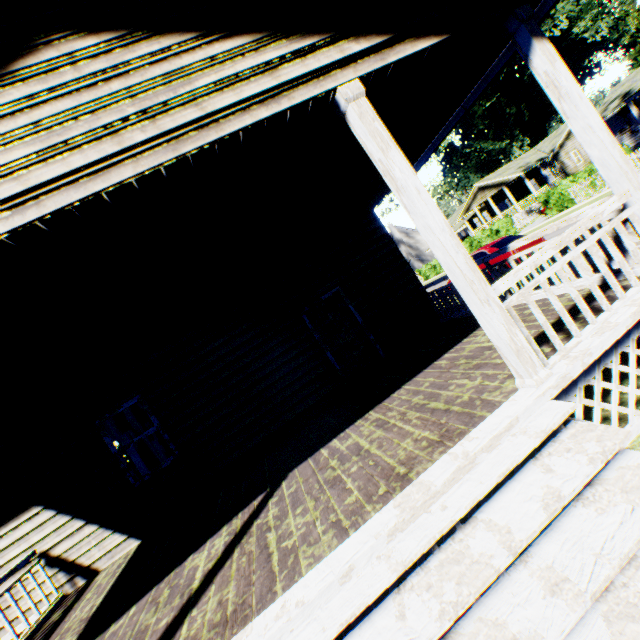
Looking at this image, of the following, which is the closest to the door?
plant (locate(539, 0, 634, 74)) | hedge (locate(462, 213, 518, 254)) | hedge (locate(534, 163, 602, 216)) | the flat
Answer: hedge (locate(534, 163, 602, 216))

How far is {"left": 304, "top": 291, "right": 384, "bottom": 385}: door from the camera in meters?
7.9 m

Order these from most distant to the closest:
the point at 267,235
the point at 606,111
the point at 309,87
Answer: the point at 606,111, the point at 267,235, the point at 309,87

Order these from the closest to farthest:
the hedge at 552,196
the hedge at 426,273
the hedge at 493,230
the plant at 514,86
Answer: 1. the hedge at 552,196
2. the hedge at 493,230
3. the hedge at 426,273
4. the plant at 514,86

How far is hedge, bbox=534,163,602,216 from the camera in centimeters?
1981cm

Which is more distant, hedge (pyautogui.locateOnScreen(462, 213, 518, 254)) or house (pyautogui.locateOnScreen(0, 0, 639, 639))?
hedge (pyautogui.locateOnScreen(462, 213, 518, 254))

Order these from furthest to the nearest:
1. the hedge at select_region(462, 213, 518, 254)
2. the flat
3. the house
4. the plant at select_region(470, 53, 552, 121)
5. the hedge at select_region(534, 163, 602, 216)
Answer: the plant at select_region(470, 53, 552, 121) → the flat → the hedge at select_region(462, 213, 518, 254) → the hedge at select_region(534, 163, 602, 216) → the house

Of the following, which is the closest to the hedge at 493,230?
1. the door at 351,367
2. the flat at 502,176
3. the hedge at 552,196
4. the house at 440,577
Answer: the hedge at 552,196
